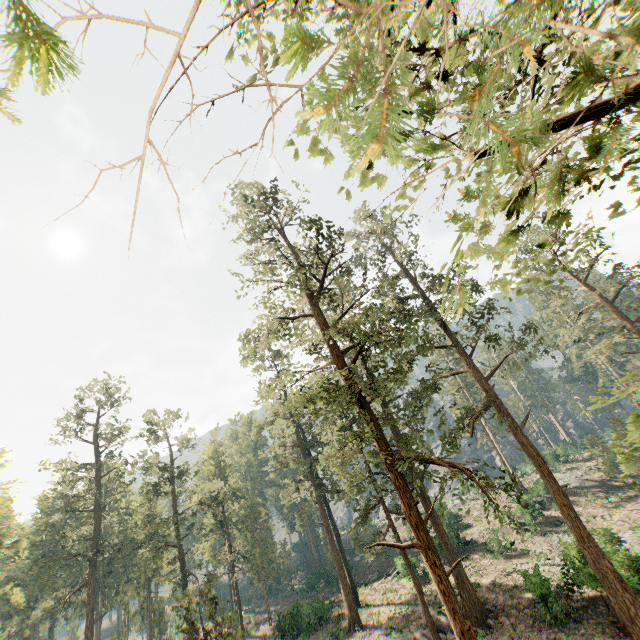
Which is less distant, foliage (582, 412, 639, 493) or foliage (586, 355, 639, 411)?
foliage (582, 412, 639, 493)

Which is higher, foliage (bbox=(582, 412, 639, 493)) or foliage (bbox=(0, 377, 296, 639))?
foliage (bbox=(0, 377, 296, 639))

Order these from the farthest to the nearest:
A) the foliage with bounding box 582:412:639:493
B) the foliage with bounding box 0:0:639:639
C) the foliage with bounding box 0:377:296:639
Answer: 1. the foliage with bounding box 0:377:296:639
2. the foliage with bounding box 582:412:639:493
3. the foliage with bounding box 0:0:639:639

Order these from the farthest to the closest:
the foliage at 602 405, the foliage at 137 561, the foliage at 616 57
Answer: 1. the foliage at 137 561
2. the foliage at 602 405
3. the foliage at 616 57

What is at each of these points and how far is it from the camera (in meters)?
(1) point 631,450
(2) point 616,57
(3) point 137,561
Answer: (1) foliage, 4.29
(2) foliage, 5.63
(3) foliage, 32.81

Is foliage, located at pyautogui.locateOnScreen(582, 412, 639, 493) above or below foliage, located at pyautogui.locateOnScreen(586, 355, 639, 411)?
below

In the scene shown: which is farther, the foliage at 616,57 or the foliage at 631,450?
the foliage at 631,450

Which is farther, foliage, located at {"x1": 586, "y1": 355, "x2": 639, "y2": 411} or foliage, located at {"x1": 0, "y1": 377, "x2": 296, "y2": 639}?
foliage, located at {"x1": 0, "y1": 377, "x2": 296, "y2": 639}
